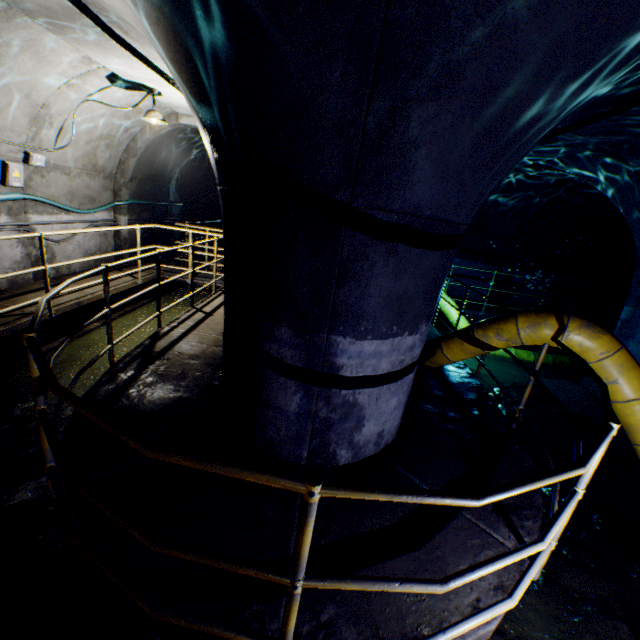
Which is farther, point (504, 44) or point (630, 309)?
point (630, 309)

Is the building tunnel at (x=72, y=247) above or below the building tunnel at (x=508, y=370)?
above

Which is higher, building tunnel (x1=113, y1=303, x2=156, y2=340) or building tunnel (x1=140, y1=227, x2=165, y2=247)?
building tunnel (x1=140, y1=227, x2=165, y2=247)

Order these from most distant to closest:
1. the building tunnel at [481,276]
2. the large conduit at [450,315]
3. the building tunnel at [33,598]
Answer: the building tunnel at [481,276]
the large conduit at [450,315]
the building tunnel at [33,598]

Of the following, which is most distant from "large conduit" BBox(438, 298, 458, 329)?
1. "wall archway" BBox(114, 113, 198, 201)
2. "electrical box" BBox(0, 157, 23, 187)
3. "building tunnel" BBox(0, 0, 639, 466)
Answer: "electrical box" BBox(0, 157, 23, 187)

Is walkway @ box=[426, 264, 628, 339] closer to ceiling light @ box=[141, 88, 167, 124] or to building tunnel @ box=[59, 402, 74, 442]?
building tunnel @ box=[59, 402, 74, 442]

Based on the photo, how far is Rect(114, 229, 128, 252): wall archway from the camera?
8.49m

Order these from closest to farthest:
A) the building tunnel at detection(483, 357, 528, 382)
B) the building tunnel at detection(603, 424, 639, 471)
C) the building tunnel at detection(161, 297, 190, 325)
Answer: the building tunnel at detection(603, 424, 639, 471), the building tunnel at detection(483, 357, 528, 382), the building tunnel at detection(161, 297, 190, 325)
